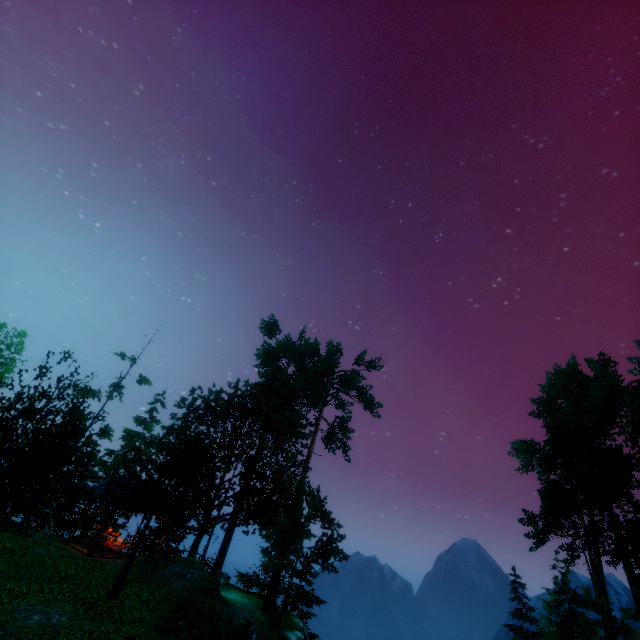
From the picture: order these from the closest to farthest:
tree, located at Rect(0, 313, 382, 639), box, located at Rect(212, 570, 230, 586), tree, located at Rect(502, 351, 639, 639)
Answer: tree, located at Rect(0, 313, 382, 639)
tree, located at Rect(502, 351, 639, 639)
box, located at Rect(212, 570, 230, 586)

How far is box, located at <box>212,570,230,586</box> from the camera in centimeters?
2386cm

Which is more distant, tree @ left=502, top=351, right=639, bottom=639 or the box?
the box

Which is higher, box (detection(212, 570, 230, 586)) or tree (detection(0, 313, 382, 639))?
tree (detection(0, 313, 382, 639))

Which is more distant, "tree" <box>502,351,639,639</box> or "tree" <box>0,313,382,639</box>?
"tree" <box>502,351,639,639</box>

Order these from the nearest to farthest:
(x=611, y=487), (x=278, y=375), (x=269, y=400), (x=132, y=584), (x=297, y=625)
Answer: (x=132, y=584), (x=611, y=487), (x=297, y=625), (x=269, y=400), (x=278, y=375)

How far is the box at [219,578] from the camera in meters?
23.9

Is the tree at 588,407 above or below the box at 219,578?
above
